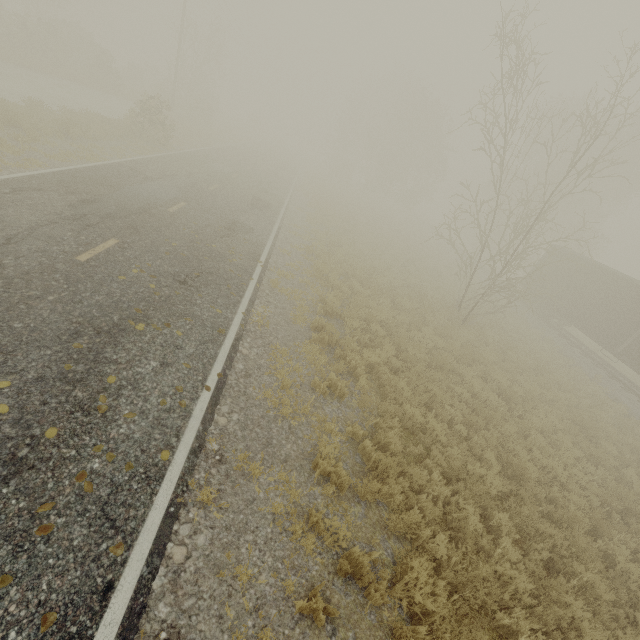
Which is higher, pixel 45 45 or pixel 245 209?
pixel 45 45
